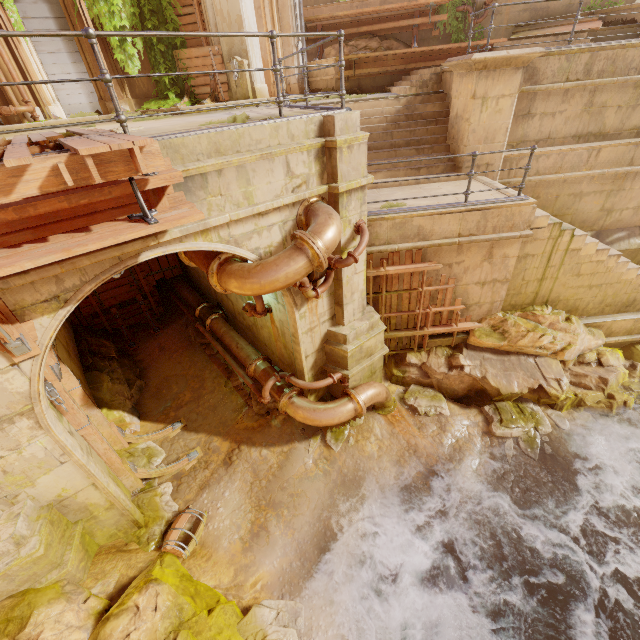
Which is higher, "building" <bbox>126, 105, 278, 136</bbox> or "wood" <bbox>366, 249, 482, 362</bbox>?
"building" <bbox>126, 105, 278, 136</bbox>

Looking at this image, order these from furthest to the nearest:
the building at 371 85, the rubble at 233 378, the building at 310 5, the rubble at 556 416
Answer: the building at 310 5 → the building at 371 85 → the rubble at 233 378 → the rubble at 556 416

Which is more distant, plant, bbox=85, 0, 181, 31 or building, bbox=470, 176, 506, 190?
plant, bbox=85, 0, 181, 31

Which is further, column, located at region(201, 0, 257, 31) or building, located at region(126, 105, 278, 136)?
column, located at region(201, 0, 257, 31)

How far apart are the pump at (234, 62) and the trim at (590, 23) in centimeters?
1015cm

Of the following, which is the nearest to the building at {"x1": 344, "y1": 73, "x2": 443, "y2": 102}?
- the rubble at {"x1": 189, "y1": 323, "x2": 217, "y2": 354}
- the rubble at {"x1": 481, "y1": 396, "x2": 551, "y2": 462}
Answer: the rubble at {"x1": 189, "y1": 323, "x2": 217, "y2": 354}

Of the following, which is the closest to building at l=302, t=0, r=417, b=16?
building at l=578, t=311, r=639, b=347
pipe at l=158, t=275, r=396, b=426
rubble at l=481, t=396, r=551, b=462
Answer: pipe at l=158, t=275, r=396, b=426

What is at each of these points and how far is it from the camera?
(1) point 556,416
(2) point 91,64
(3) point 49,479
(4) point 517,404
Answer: (1) rubble, 8.0m
(2) column, 10.8m
(3) building, 4.6m
(4) rubble, 8.1m
